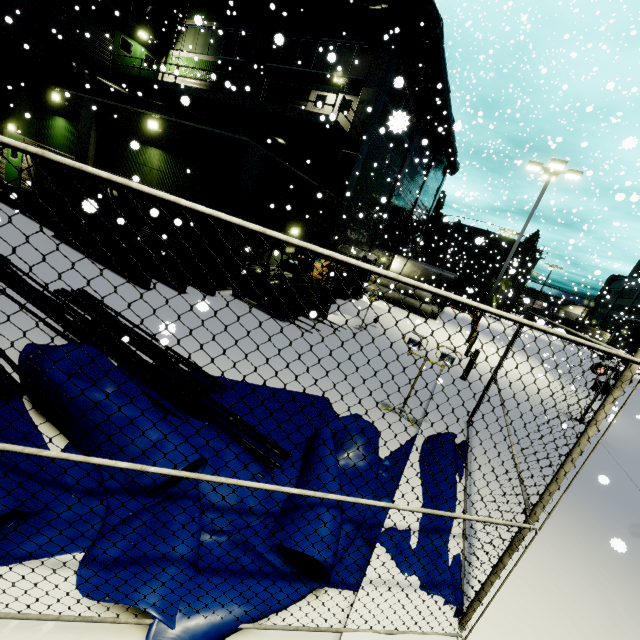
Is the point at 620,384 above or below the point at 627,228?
below

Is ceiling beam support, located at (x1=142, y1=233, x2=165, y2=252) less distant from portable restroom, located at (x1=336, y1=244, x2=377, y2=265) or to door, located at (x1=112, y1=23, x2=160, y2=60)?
portable restroom, located at (x1=336, y1=244, x2=377, y2=265)

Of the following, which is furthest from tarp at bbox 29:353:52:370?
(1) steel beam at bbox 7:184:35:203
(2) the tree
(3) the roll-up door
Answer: (3) the roll-up door

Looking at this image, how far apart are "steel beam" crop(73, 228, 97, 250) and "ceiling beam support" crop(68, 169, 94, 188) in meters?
0.5 m

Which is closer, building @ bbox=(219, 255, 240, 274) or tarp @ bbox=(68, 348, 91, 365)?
tarp @ bbox=(68, 348, 91, 365)

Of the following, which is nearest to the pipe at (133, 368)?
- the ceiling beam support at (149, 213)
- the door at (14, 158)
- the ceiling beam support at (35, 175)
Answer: the ceiling beam support at (149, 213)

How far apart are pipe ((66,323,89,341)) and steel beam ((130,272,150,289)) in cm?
152

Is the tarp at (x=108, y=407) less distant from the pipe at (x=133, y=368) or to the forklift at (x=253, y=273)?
the pipe at (x=133, y=368)
